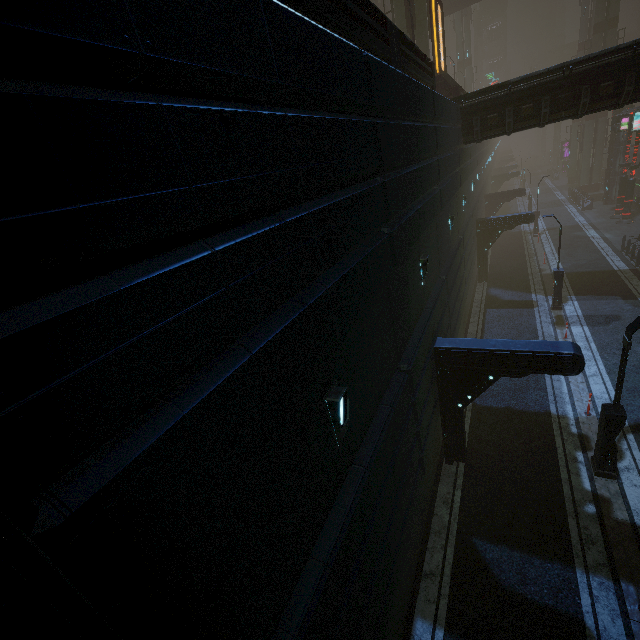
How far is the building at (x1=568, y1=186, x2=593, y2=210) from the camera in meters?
37.0

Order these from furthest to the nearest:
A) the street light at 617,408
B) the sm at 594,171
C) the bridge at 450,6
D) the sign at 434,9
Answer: the sm at 594,171, the bridge at 450,6, the sign at 434,9, the street light at 617,408

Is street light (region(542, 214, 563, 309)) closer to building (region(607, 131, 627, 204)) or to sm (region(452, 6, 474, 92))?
building (region(607, 131, 627, 204))

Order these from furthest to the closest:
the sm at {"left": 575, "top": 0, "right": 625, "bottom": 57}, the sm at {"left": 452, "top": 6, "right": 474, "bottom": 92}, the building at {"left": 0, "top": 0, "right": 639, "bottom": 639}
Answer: the sm at {"left": 452, "top": 6, "right": 474, "bottom": 92} < the sm at {"left": 575, "top": 0, "right": 625, "bottom": 57} < the building at {"left": 0, "top": 0, "right": 639, "bottom": 639}

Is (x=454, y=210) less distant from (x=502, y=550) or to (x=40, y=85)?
(x=502, y=550)

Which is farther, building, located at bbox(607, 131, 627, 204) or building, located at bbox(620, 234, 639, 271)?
building, located at bbox(607, 131, 627, 204)

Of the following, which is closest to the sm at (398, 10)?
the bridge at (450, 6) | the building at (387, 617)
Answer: the building at (387, 617)

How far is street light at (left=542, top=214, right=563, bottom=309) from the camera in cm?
1752
